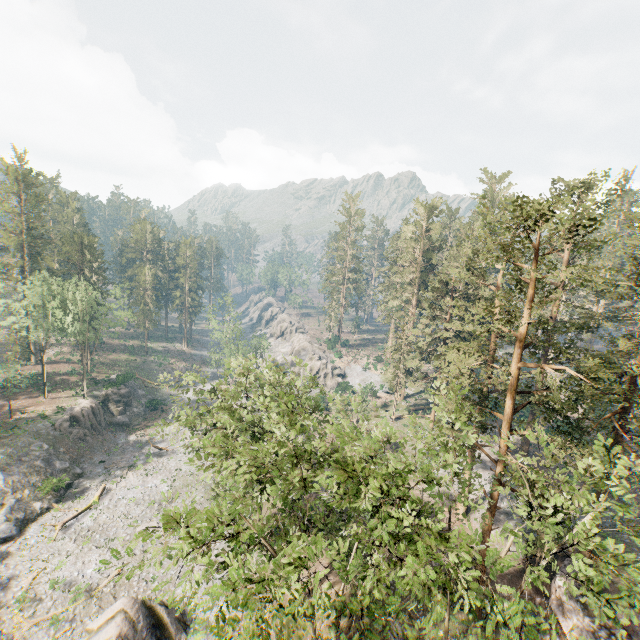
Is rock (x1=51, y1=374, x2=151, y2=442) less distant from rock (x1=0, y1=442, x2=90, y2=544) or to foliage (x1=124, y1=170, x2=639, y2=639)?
rock (x1=0, y1=442, x2=90, y2=544)

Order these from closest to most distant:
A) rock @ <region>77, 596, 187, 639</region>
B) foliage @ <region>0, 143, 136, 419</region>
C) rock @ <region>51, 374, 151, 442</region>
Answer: rock @ <region>77, 596, 187, 639</region>
rock @ <region>51, 374, 151, 442</region>
foliage @ <region>0, 143, 136, 419</region>

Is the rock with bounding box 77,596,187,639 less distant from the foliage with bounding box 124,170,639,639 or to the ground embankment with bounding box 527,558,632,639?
the ground embankment with bounding box 527,558,632,639

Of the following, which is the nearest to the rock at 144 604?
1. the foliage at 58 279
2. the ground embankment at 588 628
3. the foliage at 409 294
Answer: the ground embankment at 588 628

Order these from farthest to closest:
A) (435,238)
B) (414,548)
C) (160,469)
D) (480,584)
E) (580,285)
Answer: (435,238)
(160,469)
(580,285)
(480,584)
(414,548)

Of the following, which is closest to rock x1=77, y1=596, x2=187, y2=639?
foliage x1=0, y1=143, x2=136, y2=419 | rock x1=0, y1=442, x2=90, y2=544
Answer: rock x1=0, y1=442, x2=90, y2=544

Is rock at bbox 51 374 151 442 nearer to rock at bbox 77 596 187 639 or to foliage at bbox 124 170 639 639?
rock at bbox 77 596 187 639

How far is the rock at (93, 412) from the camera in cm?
4384
